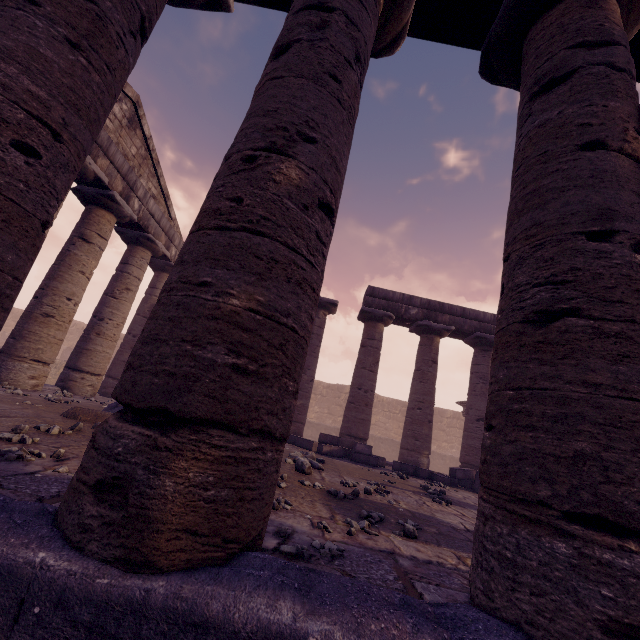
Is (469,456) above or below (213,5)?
below

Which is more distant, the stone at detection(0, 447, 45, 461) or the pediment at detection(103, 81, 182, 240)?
the pediment at detection(103, 81, 182, 240)

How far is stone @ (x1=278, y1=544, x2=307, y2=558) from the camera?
2.0 meters

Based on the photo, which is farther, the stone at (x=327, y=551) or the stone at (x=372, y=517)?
the stone at (x=372, y=517)

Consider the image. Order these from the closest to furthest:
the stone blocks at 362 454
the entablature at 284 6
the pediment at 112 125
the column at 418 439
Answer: the entablature at 284 6 → the pediment at 112 125 → the stone blocks at 362 454 → the column at 418 439

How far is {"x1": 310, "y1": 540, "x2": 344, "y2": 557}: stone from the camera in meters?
2.2 m

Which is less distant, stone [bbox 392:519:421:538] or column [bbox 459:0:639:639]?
column [bbox 459:0:639:639]

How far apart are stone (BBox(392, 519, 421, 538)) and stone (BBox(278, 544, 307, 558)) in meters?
1.2 m
